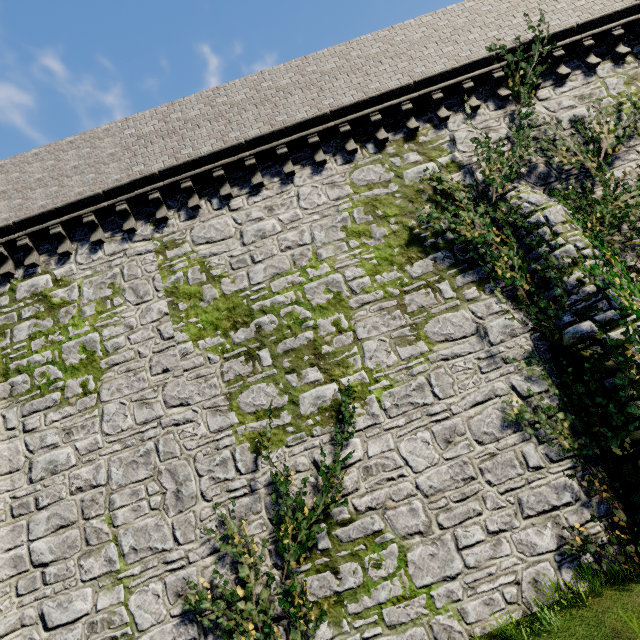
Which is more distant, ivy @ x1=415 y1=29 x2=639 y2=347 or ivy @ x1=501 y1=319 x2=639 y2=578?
ivy @ x1=415 y1=29 x2=639 y2=347

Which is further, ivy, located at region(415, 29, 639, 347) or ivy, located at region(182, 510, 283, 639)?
ivy, located at region(415, 29, 639, 347)

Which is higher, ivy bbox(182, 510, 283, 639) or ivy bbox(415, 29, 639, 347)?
ivy bbox(415, 29, 639, 347)

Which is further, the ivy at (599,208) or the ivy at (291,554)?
the ivy at (599,208)

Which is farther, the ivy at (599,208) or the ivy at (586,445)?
the ivy at (599,208)

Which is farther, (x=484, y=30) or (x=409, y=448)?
(x=484, y=30)

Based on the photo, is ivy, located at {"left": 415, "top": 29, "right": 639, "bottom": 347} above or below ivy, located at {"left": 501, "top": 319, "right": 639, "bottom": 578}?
above
